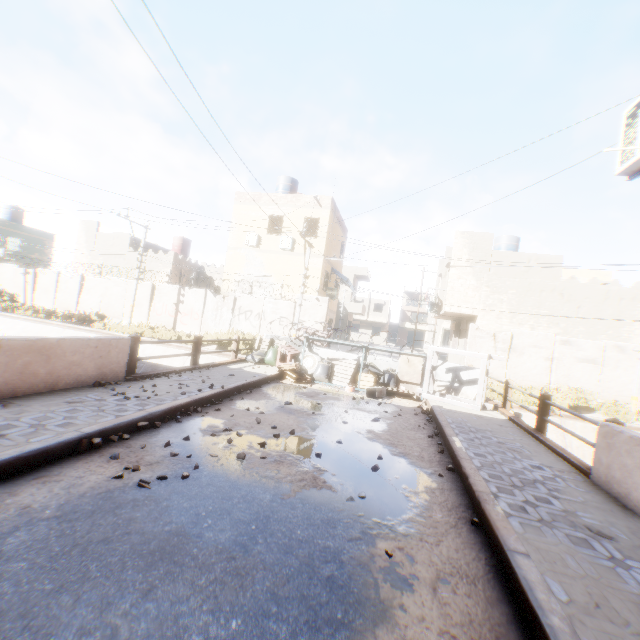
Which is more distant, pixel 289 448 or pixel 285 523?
pixel 289 448

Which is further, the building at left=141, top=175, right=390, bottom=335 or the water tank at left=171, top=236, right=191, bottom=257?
the water tank at left=171, top=236, right=191, bottom=257

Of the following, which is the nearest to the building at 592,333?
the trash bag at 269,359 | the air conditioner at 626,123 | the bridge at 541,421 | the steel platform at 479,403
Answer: the air conditioner at 626,123

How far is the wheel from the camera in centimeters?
1155cm

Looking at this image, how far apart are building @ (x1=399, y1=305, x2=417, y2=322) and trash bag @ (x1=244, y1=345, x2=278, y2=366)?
48.4 meters

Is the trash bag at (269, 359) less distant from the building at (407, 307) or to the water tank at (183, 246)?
the water tank at (183, 246)

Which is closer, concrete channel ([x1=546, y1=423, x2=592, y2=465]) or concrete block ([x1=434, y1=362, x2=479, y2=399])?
concrete block ([x1=434, y1=362, x2=479, y2=399])

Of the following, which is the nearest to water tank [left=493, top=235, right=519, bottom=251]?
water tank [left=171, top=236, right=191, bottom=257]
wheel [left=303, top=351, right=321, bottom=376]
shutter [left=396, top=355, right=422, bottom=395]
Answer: shutter [left=396, top=355, right=422, bottom=395]
